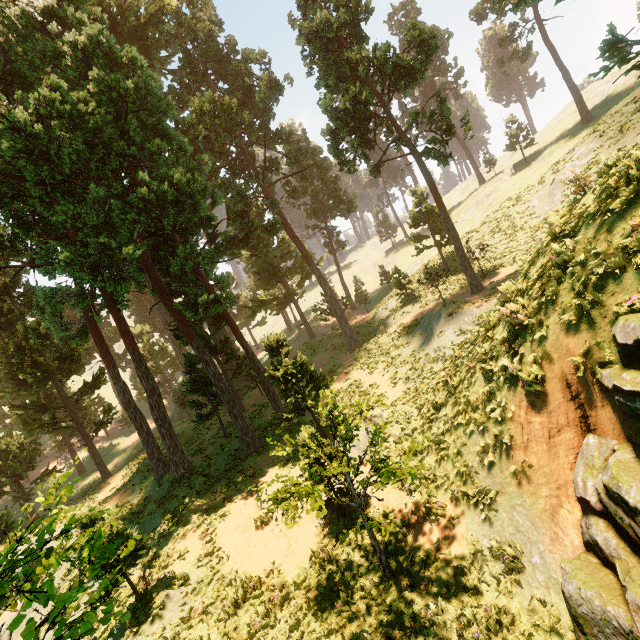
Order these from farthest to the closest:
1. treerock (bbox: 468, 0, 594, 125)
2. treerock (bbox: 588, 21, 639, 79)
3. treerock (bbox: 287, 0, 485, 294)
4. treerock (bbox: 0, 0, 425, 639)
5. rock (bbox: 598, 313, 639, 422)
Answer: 1. treerock (bbox: 287, 0, 485, 294)
2. treerock (bbox: 468, 0, 594, 125)
3. treerock (bbox: 588, 21, 639, 79)
4. treerock (bbox: 0, 0, 425, 639)
5. rock (bbox: 598, 313, 639, 422)

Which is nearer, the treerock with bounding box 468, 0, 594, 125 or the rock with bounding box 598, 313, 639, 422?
the rock with bounding box 598, 313, 639, 422

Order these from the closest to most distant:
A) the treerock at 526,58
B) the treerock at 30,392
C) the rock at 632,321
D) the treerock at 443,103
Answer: the rock at 632,321
the treerock at 30,392
the treerock at 526,58
the treerock at 443,103

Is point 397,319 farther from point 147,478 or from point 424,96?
point 424,96

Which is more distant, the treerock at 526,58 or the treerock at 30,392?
the treerock at 526,58

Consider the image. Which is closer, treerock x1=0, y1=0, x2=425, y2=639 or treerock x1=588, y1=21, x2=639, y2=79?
treerock x1=0, y1=0, x2=425, y2=639
